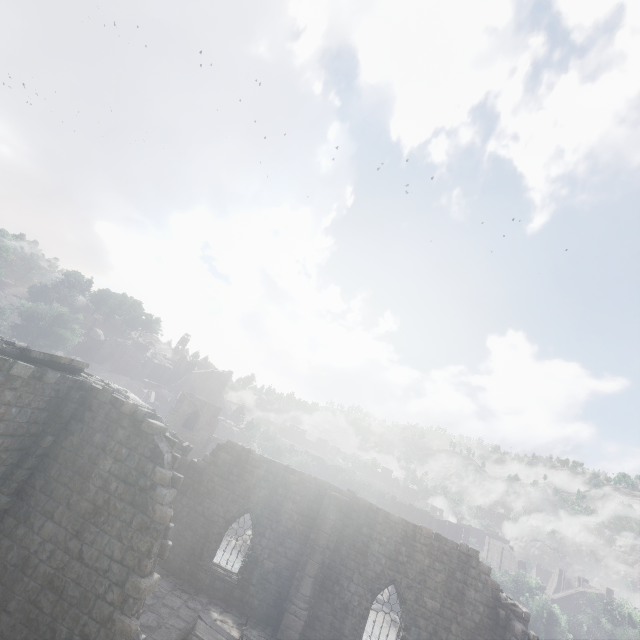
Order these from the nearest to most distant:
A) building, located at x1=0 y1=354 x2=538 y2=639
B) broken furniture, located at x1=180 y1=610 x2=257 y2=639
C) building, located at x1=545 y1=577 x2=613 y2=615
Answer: building, located at x1=0 y1=354 x2=538 y2=639 → broken furniture, located at x1=180 y1=610 x2=257 y2=639 → building, located at x1=545 y1=577 x2=613 y2=615

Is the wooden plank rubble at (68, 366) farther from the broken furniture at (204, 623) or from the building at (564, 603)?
the broken furniture at (204, 623)

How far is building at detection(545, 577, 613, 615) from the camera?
54.00m

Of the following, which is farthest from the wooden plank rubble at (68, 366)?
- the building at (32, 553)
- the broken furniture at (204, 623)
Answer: the broken furniture at (204, 623)

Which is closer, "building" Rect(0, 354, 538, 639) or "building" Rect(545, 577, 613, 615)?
"building" Rect(0, 354, 538, 639)

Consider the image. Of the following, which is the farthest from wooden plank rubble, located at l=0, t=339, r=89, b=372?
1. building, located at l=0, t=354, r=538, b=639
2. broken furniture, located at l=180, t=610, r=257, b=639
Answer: broken furniture, located at l=180, t=610, r=257, b=639

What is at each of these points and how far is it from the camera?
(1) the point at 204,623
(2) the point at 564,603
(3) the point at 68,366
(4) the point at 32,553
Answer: (1) broken furniture, 12.24m
(2) building, 54.12m
(3) wooden plank rubble, 10.98m
(4) building, 8.99m
